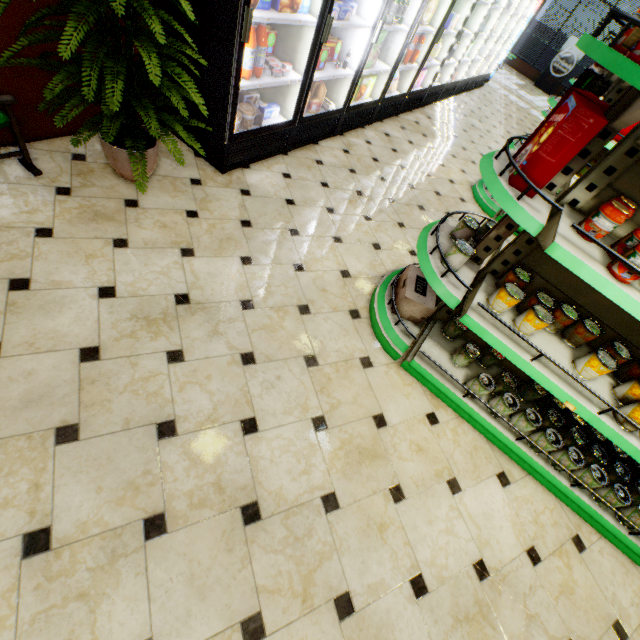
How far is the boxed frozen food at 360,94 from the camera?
4.3m

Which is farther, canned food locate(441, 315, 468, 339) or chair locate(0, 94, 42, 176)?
canned food locate(441, 315, 468, 339)

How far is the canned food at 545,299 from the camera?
1.9m

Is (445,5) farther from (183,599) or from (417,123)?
(183,599)

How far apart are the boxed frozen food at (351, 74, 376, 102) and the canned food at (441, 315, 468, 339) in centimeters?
365cm

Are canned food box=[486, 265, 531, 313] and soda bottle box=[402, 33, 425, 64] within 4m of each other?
no

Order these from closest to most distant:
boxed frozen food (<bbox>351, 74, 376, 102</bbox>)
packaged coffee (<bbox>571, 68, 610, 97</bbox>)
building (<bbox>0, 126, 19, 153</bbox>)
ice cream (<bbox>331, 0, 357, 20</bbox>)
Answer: building (<bbox>0, 126, 19, 153</bbox>) → ice cream (<bbox>331, 0, 357, 20</bbox>) → packaged coffee (<bbox>571, 68, 610, 97</bbox>) → boxed frozen food (<bbox>351, 74, 376, 102</bbox>)

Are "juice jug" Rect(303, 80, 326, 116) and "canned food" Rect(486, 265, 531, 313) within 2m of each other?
no
